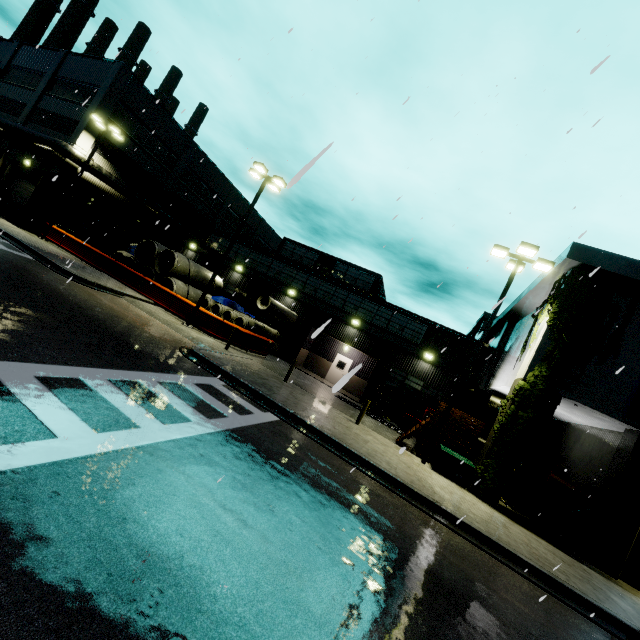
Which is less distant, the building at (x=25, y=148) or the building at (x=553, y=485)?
the building at (x=553, y=485)

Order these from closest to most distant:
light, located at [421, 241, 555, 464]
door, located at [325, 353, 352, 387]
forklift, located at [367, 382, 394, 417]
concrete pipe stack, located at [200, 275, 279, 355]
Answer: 1. light, located at [421, 241, 555, 464]
2. forklift, located at [367, 382, 394, 417]
3. concrete pipe stack, located at [200, 275, 279, 355]
4. door, located at [325, 353, 352, 387]

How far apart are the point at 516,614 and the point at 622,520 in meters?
8.6

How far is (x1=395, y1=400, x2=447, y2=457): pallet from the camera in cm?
1471

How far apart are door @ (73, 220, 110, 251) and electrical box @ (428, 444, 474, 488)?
19.50m

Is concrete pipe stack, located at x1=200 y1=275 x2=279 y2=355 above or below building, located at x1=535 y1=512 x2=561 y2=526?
above

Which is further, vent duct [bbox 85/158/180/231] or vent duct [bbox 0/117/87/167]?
vent duct [bbox 85/158/180/231]

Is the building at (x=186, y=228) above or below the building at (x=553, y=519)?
above
